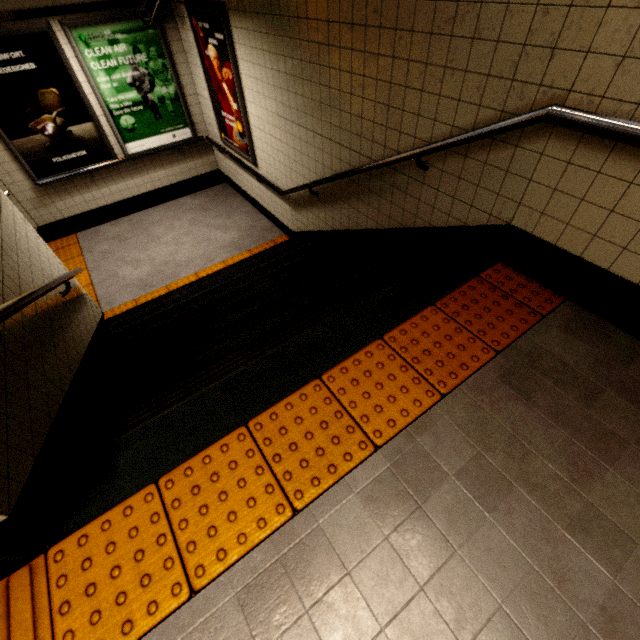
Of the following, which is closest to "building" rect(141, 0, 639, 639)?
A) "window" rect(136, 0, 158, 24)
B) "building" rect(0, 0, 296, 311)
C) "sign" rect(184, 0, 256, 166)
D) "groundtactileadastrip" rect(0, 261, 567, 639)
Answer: "groundtactileadastrip" rect(0, 261, 567, 639)

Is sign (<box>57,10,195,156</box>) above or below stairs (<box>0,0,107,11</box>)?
below

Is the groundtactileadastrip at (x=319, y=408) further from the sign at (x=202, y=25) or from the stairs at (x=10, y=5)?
the sign at (x=202, y=25)

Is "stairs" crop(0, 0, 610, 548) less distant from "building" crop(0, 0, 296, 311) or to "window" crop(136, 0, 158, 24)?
"building" crop(0, 0, 296, 311)

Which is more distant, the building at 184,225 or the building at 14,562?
the building at 184,225

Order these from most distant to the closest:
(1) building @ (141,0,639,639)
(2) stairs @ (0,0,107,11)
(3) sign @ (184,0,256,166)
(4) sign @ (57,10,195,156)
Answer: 1. (4) sign @ (57,10,195,156)
2. (3) sign @ (184,0,256,166)
3. (2) stairs @ (0,0,107,11)
4. (1) building @ (141,0,639,639)

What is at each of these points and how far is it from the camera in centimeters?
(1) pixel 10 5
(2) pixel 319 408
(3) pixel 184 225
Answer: (1) stairs, 221cm
(2) groundtactileadastrip, 167cm
(3) building, 588cm

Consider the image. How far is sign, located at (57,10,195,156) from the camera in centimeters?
448cm
